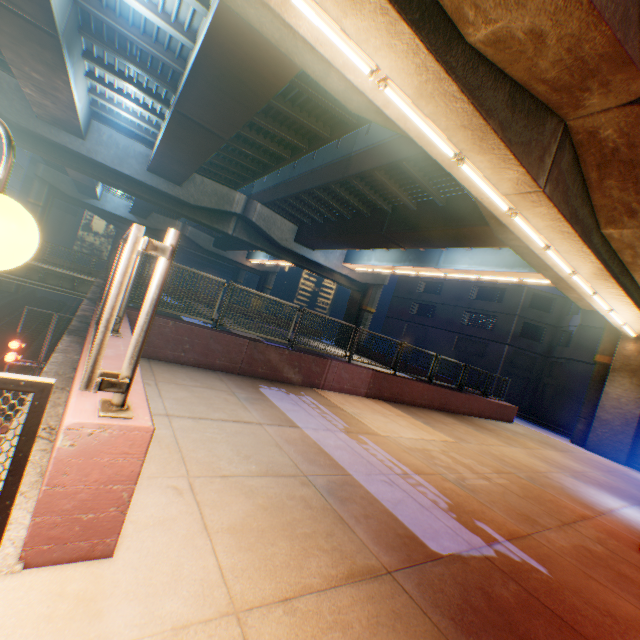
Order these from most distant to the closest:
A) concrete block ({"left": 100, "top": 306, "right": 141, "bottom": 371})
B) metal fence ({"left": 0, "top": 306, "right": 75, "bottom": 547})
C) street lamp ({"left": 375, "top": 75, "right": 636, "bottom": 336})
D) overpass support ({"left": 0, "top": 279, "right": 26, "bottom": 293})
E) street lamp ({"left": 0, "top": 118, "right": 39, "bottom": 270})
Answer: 1. overpass support ({"left": 0, "top": 279, "right": 26, "bottom": 293})
2. street lamp ({"left": 375, "top": 75, "right": 636, "bottom": 336})
3. concrete block ({"left": 100, "top": 306, "right": 141, "bottom": 371})
4. metal fence ({"left": 0, "top": 306, "right": 75, "bottom": 547})
5. street lamp ({"left": 0, "top": 118, "right": 39, "bottom": 270})

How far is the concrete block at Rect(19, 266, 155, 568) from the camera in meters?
1.9 m

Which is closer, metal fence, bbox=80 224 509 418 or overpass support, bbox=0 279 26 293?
metal fence, bbox=80 224 509 418

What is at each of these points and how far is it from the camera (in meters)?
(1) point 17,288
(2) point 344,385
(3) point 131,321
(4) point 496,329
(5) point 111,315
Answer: (1) overpass support, 37.97
(2) concrete block, 10.20
(3) concrete block, 6.71
(4) building, 32.56
(5) metal fence, 2.15

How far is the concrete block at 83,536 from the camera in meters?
1.9 m

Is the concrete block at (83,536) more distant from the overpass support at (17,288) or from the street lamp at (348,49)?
the street lamp at (348,49)

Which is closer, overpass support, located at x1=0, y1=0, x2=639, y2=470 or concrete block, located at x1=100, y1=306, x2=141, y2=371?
concrete block, located at x1=100, y1=306, x2=141, y2=371

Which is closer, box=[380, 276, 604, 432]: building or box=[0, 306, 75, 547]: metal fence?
box=[0, 306, 75, 547]: metal fence
